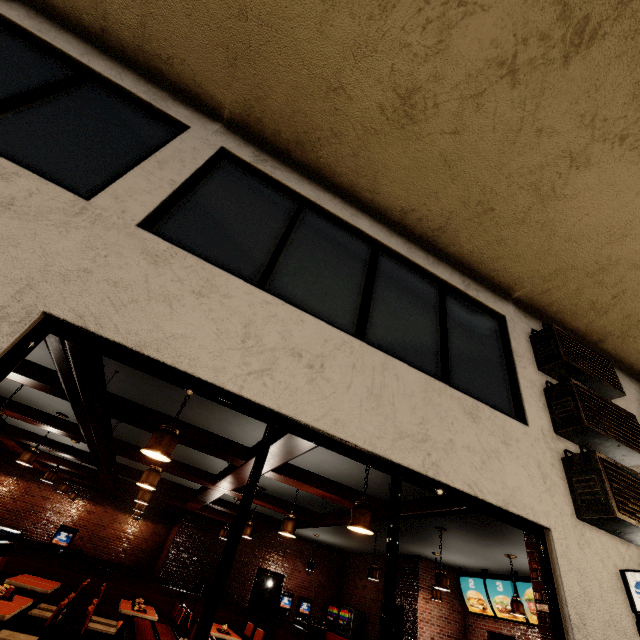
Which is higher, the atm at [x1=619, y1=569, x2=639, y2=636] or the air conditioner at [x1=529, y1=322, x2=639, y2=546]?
the air conditioner at [x1=529, y1=322, x2=639, y2=546]

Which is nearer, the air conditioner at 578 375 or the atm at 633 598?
the atm at 633 598

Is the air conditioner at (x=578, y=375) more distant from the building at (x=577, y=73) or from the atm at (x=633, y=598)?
the atm at (x=633, y=598)

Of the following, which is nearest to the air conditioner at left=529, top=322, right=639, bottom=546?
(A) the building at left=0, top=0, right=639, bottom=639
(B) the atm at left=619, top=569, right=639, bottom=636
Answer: (A) the building at left=0, top=0, right=639, bottom=639

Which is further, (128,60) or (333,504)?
(333,504)

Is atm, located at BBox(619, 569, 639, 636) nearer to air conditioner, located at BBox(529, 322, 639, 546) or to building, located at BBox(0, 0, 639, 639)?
building, located at BBox(0, 0, 639, 639)
